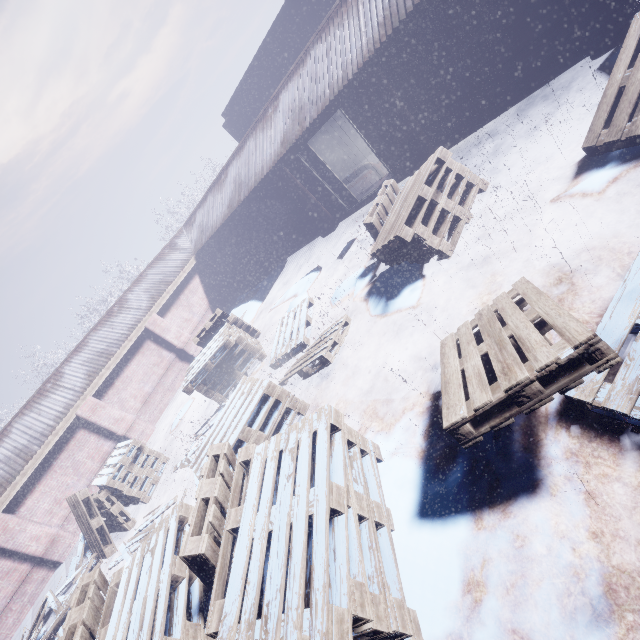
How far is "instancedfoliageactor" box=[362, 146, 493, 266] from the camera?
4.4 meters

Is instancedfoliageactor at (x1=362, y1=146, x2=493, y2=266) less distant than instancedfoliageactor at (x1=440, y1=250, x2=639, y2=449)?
No

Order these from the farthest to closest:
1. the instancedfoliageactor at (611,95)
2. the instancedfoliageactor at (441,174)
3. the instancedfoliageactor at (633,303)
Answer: the instancedfoliageactor at (441,174) < the instancedfoliageactor at (611,95) < the instancedfoliageactor at (633,303)

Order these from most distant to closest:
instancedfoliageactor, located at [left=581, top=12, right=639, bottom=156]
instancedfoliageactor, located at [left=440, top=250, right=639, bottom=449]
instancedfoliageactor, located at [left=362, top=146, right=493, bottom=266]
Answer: instancedfoliageactor, located at [left=362, top=146, right=493, bottom=266] < instancedfoliageactor, located at [left=581, top=12, right=639, bottom=156] < instancedfoliageactor, located at [left=440, top=250, right=639, bottom=449]

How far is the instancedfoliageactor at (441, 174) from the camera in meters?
4.4 m

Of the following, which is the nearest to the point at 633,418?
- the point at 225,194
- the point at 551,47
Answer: the point at 551,47
